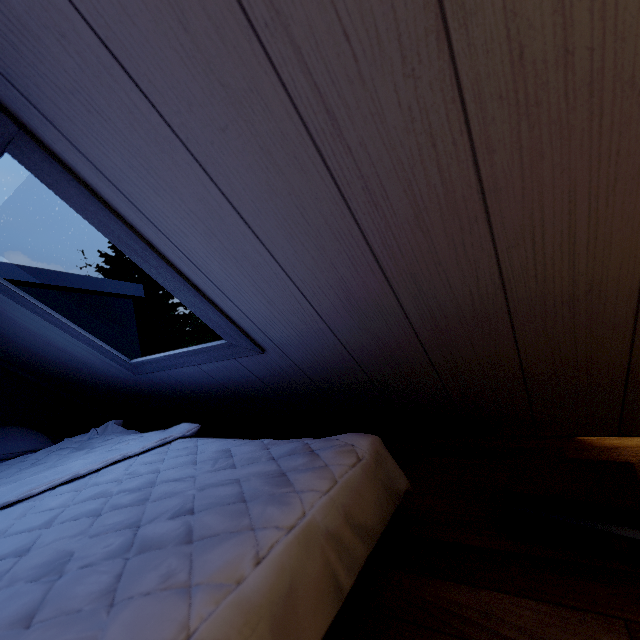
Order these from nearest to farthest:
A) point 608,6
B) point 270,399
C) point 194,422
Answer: point 608,6 → point 270,399 → point 194,422
